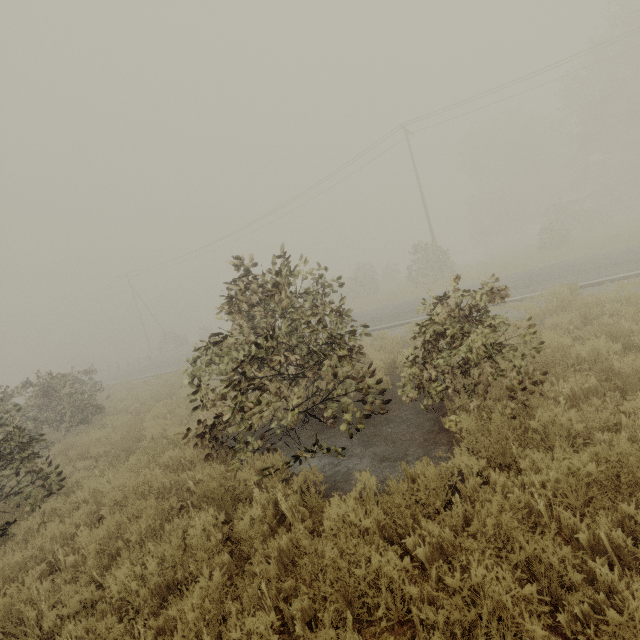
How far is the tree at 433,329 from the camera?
4.8 meters

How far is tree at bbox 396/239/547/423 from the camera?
4.79m

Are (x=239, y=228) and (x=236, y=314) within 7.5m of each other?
no
